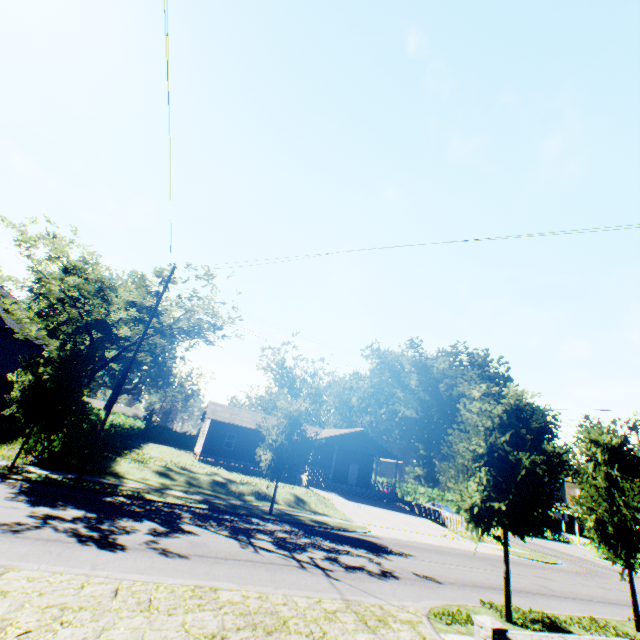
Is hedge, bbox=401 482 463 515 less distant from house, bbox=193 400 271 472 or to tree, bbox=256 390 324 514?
house, bbox=193 400 271 472

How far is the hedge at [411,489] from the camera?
49.4m

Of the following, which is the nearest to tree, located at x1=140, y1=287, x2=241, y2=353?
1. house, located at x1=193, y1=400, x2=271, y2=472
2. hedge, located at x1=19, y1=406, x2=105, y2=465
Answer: hedge, located at x1=19, y1=406, x2=105, y2=465

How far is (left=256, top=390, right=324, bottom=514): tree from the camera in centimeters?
1761cm

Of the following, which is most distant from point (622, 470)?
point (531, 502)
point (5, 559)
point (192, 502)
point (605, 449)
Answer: point (5, 559)

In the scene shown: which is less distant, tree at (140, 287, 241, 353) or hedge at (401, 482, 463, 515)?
tree at (140, 287, 241, 353)

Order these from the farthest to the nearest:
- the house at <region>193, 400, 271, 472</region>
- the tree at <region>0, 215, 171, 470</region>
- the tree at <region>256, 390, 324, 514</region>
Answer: the house at <region>193, 400, 271, 472</region> → the tree at <region>256, 390, 324, 514</region> → the tree at <region>0, 215, 171, 470</region>

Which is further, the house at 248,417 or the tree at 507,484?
the house at 248,417
